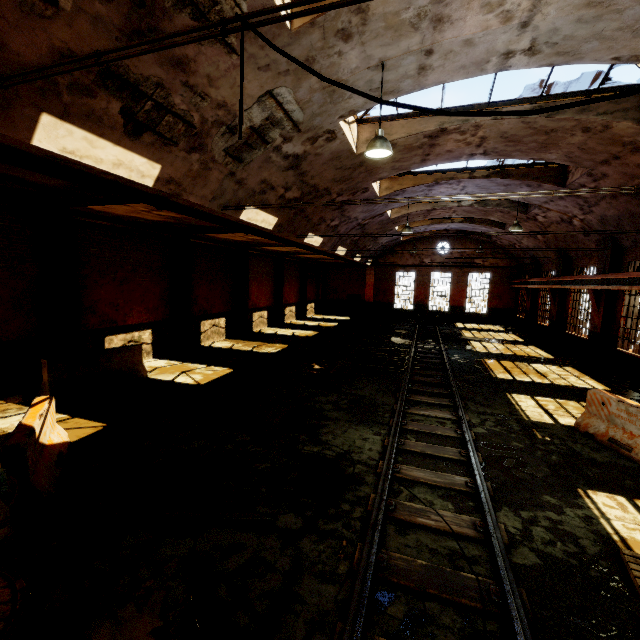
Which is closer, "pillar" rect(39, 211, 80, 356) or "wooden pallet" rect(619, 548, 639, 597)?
"wooden pallet" rect(619, 548, 639, 597)

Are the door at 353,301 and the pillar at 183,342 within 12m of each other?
no

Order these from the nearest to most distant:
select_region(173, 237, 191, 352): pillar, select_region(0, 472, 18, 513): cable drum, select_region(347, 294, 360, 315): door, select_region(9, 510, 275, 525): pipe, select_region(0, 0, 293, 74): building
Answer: select_region(0, 472, 18, 513): cable drum, select_region(0, 0, 293, 74): building, select_region(9, 510, 275, 525): pipe, select_region(173, 237, 191, 352): pillar, select_region(347, 294, 360, 315): door

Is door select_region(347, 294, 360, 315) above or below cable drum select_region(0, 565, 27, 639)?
above

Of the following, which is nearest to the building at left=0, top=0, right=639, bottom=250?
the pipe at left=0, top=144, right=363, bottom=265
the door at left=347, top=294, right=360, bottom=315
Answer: the pipe at left=0, top=144, right=363, bottom=265

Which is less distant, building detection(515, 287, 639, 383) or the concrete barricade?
the concrete barricade

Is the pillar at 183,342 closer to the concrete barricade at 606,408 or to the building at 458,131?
the building at 458,131

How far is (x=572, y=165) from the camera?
10.4 meters
